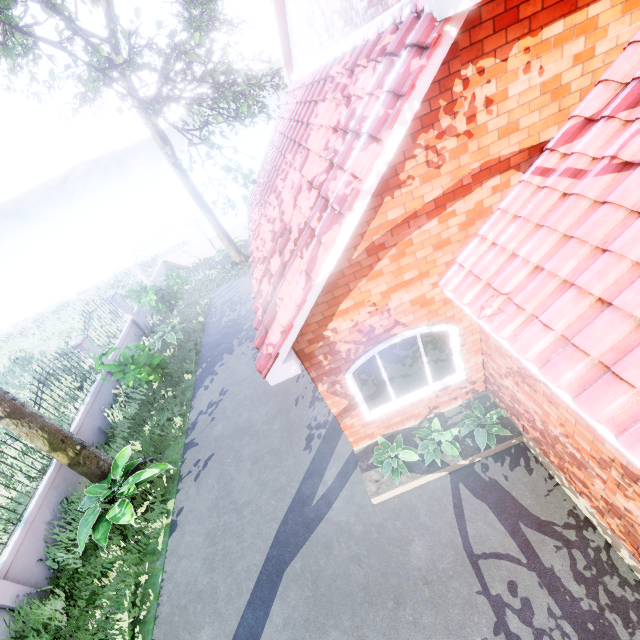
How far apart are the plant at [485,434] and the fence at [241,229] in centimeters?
1548cm

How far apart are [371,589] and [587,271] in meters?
5.3 m

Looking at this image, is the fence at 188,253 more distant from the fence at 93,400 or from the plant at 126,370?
the plant at 126,370

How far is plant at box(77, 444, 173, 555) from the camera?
7.03m

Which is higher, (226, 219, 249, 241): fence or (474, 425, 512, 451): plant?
(226, 219, 249, 241): fence

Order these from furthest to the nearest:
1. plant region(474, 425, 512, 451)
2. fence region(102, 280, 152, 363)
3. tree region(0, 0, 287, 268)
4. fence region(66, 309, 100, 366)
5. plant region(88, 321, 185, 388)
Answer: fence region(102, 280, 152, 363) < fence region(66, 309, 100, 366) < plant region(88, 321, 185, 388) < plant region(474, 425, 512, 451) < tree region(0, 0, 287, 268)

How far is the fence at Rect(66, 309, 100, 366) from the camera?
10.6 meters

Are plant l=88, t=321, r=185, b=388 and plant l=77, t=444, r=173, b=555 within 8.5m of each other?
yes
